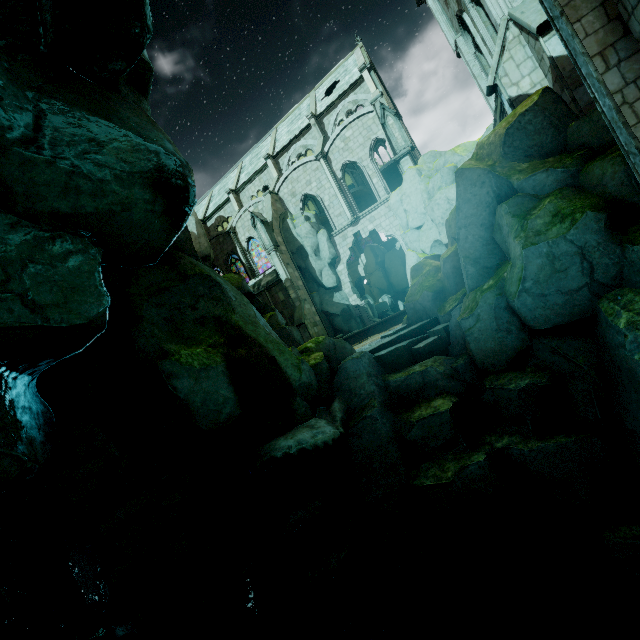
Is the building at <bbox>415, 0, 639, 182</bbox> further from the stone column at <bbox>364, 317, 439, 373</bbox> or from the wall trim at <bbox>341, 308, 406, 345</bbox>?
the stone column at <bbox>364, 317, 439, 373</bbox>

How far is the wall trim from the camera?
19.42m

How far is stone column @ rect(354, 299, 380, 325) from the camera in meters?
27.6

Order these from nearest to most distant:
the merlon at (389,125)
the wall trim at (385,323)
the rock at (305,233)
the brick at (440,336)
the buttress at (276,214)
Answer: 1. the brick at (440,336)
2. the wall trim at (385,323)
3. the merlon at (389,125)
4. the buttress at (276,214)
5. the rock at (305,233)

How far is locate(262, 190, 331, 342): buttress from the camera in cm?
2497

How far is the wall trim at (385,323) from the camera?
19.42m

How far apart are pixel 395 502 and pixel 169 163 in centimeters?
958cm

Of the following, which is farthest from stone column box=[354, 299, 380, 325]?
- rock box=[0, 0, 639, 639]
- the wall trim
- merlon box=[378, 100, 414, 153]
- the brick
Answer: the brick
